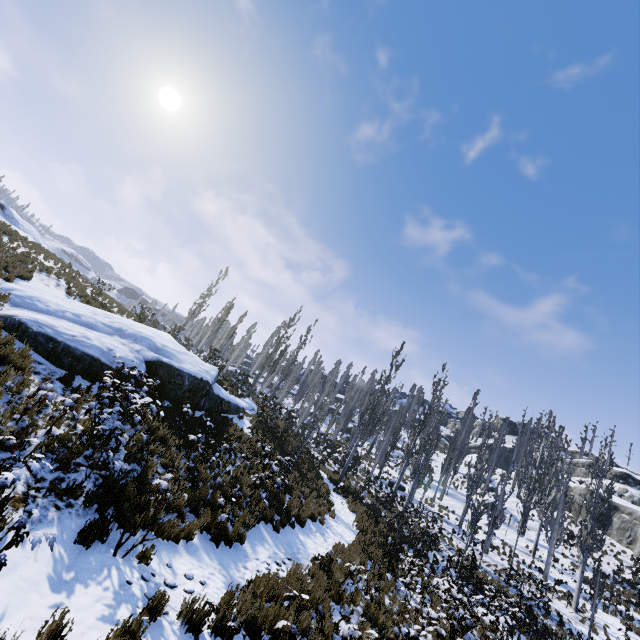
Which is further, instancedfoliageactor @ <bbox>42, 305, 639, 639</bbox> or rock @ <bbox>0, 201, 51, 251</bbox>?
rock @ <bbox>0, 201, 51, 251</bbox>

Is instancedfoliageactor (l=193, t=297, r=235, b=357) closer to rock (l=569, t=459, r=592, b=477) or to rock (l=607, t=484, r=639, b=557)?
rock (l=607, t=484, r=639, b=557)

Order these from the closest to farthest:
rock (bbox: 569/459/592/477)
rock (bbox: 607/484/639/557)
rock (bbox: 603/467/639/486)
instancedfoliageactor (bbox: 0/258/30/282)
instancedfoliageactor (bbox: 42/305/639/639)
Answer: instancedfoliageactor (bbox: 42/305/639/639) → instancedfoliageactor (bbox: 0/258/30/282) → rock (bbox: 607/484/639/557) → rock (bbox: 603/467/639/486) → rock (bbox: 569/459/592/477)

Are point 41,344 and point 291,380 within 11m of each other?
no

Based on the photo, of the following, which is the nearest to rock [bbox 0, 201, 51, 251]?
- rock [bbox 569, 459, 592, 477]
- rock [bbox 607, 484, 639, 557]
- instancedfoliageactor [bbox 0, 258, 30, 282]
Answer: instancedfoliageactor [bbox 0, 258, 30, 282]

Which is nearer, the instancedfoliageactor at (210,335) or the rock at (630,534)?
the instancedfoliageactor at (210,335)

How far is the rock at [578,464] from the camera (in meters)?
54.89
